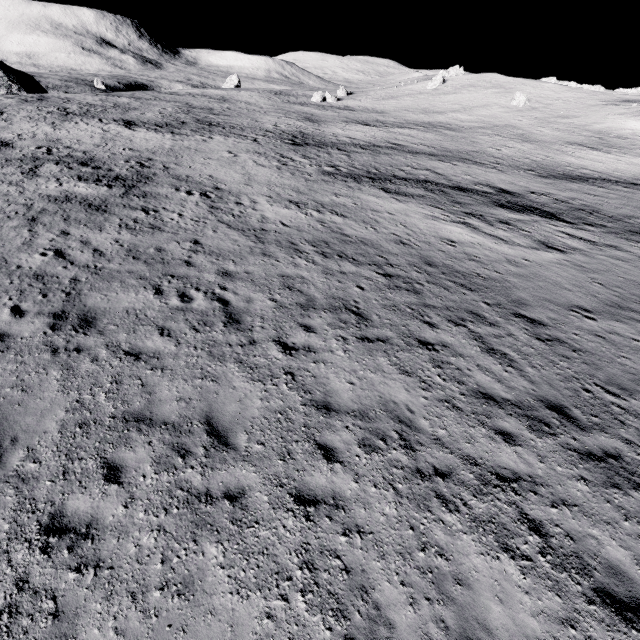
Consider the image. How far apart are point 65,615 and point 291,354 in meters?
6.1 m
